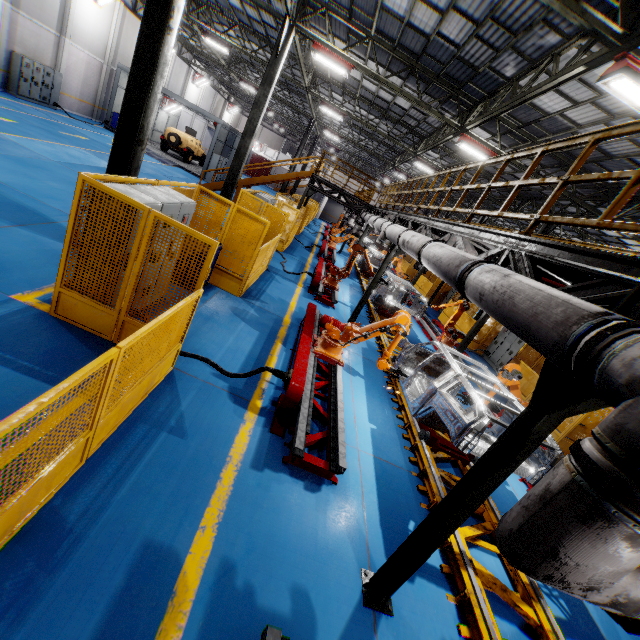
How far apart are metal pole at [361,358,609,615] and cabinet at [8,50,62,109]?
28.0 meters

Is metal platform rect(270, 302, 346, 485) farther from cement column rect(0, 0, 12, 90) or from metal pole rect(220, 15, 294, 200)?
cement column rect(0, 0, 12, 90)

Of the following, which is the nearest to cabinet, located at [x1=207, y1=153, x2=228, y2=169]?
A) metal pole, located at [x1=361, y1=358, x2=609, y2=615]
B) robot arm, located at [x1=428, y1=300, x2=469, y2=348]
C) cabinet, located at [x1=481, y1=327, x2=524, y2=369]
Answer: robot arm, located at [x1=428, y1=300, x2=469, y2=348]

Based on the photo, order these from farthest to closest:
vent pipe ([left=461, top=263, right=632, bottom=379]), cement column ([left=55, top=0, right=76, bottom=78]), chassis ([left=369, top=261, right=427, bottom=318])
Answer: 1. cement column ([left=55, top=0, right=76, bottom=78])
2. chassis ([left=369, top=261, right=427, bottom=318])
3. vent pipe ([left=461, top=263, right=632, bottom=379])

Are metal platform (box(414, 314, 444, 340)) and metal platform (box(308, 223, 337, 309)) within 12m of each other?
yes

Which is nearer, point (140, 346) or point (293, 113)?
point (140, 346)

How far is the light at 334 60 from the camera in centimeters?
1191cm

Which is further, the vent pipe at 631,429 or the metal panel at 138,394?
the metal panel at 138,394
